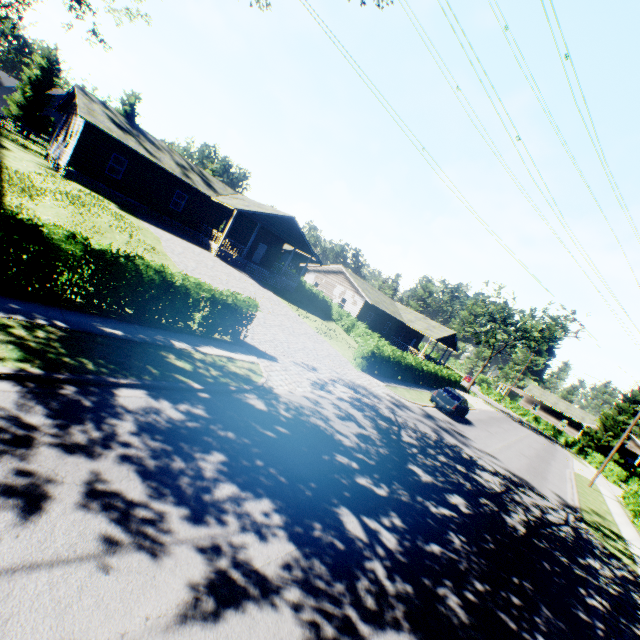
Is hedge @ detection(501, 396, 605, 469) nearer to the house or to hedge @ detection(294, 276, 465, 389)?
the house

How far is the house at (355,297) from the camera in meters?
23.2

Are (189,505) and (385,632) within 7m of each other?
yes

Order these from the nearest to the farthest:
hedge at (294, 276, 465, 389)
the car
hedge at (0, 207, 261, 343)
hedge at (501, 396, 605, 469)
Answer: hedge at (0, 207, 261, 343)
hedge at (294, 276, 465, 389)
the car
hedge at (501, 396, 605, 469)

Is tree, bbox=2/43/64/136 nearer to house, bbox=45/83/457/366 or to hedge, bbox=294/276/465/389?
house, bbox=45/83/457/366

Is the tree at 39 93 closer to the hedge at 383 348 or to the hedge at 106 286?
the hedge at 106 286

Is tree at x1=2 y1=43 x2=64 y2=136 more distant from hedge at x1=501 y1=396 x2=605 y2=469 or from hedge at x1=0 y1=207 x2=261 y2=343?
hedge at x1=501 y1=396 x2=605 y2=469

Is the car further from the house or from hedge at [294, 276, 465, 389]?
the house
